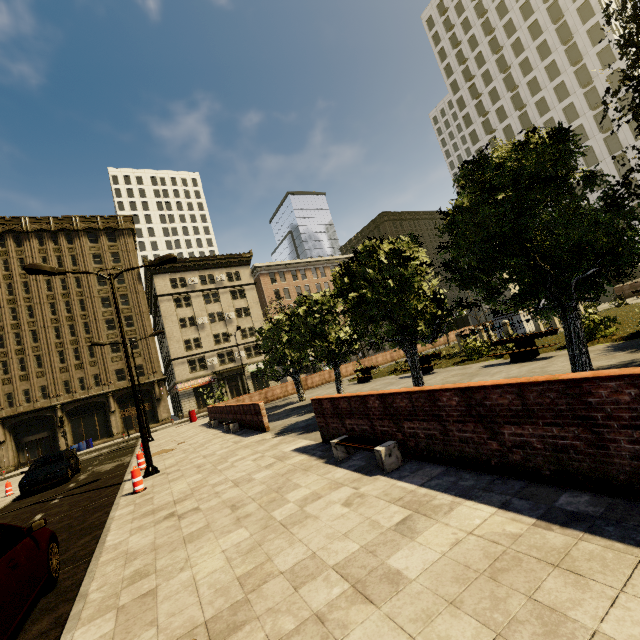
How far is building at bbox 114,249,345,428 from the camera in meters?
42.0

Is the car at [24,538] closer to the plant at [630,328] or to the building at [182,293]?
the building at [182,293]

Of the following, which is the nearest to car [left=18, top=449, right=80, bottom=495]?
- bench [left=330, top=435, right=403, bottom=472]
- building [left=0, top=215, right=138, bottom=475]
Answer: building [left=0, top=215, right=138, bottom=475]

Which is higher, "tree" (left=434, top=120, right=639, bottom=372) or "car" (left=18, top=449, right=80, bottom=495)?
"tree" (left=434, top=120, right=639, bottom=372)

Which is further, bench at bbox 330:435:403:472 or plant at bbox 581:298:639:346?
plant at bbox 581:298:639:346

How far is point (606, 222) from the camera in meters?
6.2 m

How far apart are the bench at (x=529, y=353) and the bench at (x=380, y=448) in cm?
882

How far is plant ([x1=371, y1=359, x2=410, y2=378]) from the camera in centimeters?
2010cm
